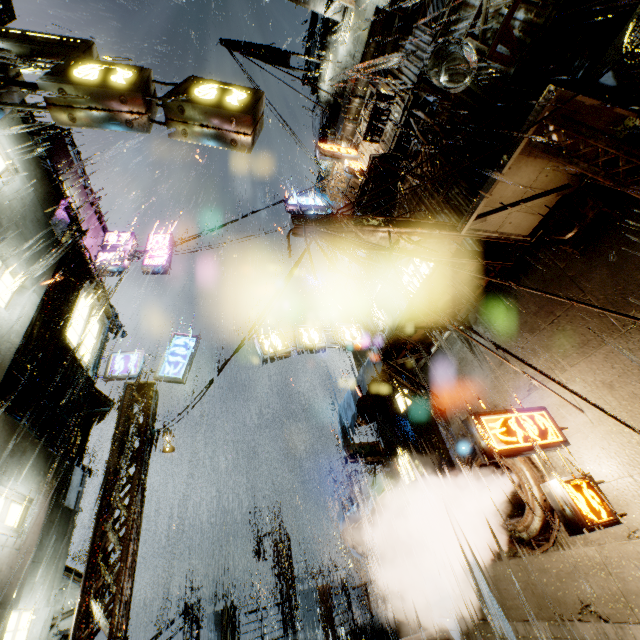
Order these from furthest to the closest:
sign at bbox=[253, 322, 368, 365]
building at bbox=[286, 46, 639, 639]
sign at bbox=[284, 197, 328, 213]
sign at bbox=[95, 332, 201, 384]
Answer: sign at bbox=[284, 197, 328, 213]
sign at bbox=[253, 322, 368, 365]
sign at bbox=[95, 332, 201, 384]
building at bbox=[286, 46, 639, 639]

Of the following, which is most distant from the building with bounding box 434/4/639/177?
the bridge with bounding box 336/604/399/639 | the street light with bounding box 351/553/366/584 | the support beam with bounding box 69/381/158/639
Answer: the street light with bounding box 351/553/366/584

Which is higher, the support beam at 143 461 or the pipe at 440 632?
the support beam at 143 461

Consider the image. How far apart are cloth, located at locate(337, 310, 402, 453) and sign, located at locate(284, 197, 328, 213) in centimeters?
1333cm

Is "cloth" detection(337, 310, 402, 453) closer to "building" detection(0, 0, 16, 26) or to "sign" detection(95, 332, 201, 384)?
"building" detection(0, 0, 16, 26)

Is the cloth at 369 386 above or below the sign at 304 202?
below

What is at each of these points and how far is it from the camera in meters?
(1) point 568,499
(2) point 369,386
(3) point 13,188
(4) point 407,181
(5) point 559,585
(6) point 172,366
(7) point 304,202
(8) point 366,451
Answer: (1) sign, 5.5 m
(2) cloth, 12.6 m
(3) building, 7.7 m
(4) building, 12.4 m
(5) building, 6.7 m
(6) sign, 13.4 m
(7) sign, 21.9 m
(8) sign, 12.8 m

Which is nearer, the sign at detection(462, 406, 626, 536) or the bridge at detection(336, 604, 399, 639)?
the sign at detection(462, 406, 626, 536)
